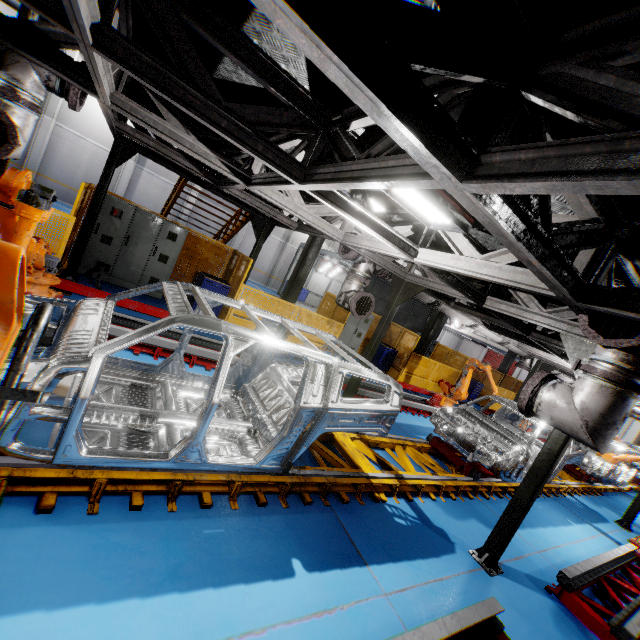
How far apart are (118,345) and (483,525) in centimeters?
628cm

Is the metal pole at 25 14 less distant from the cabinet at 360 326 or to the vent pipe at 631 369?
the cabinet at 360 326

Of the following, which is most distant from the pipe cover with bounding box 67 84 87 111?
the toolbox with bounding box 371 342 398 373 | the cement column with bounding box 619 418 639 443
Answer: the cement column with bounding box 619 418 639 443

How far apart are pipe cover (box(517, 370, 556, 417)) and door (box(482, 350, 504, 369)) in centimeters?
3754cm

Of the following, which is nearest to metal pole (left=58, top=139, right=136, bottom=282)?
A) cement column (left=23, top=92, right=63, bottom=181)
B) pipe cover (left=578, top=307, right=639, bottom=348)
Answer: pipe cover (left=578, top=307, right=639, bottom=348)

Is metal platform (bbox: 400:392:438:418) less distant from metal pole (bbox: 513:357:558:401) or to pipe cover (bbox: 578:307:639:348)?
metal pole (bbox: 513:357:558:401)

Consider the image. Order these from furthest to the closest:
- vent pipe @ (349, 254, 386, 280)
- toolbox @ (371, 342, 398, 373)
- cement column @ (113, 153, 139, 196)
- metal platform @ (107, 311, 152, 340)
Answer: cement column @ (113, 153, 139, 196)
toolbox @ (371, 342, 398, 373)
vent pipe @ (349, 254, 386, 280)
metal platform @ (107, 311, 152, 340)

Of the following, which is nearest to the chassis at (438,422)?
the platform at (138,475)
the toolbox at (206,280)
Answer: the platform at (138,475)
